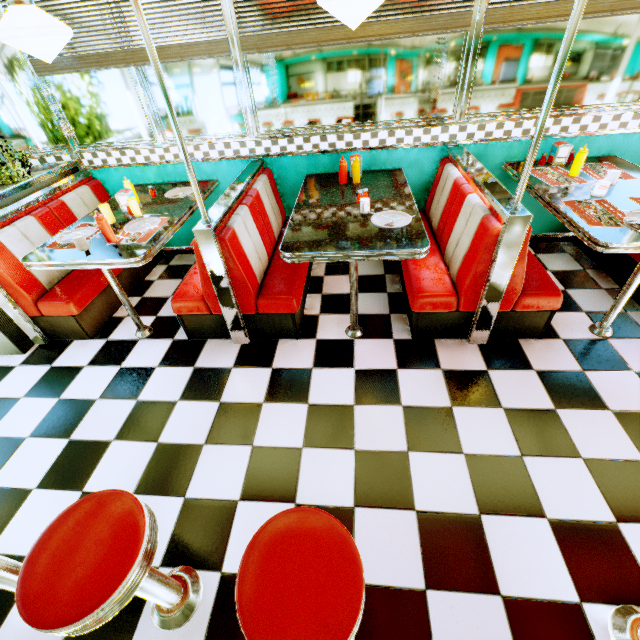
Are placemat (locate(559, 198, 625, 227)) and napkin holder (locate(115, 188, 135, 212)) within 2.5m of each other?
no

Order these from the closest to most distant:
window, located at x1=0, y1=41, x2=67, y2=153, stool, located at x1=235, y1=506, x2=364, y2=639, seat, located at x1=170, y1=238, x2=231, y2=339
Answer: stool, located at x1=235, y1=506, x2=364, y2=639, seat, located at x1=170, y1=238, x2=231, y2=339, window, located at x1=0, y1=41, x2=67, y2=153

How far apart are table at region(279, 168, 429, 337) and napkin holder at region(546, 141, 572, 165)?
1.3m

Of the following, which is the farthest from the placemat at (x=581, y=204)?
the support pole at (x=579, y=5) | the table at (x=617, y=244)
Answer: the support pole at (x=579, y=5)

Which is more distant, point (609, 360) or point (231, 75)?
point (231, 75)

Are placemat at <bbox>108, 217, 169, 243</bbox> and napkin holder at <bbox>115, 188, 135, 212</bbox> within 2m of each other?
yes

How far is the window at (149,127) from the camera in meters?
3.0 m

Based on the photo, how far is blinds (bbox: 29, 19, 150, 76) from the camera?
2.8 meters
